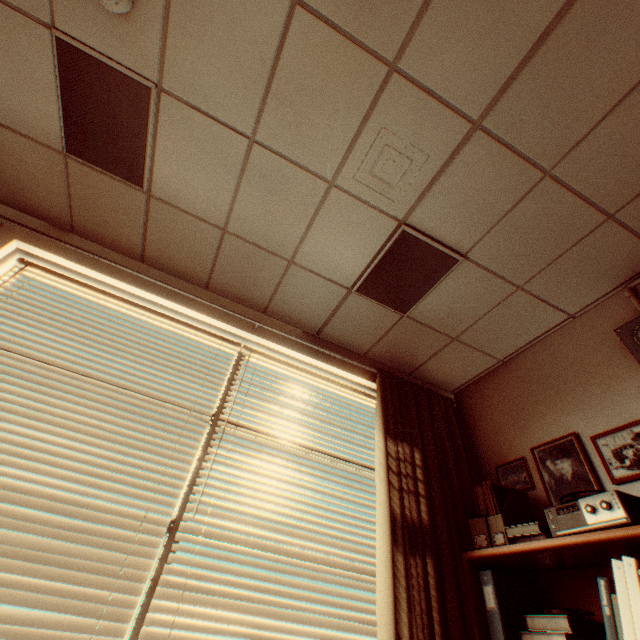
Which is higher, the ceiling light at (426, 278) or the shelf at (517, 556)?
the ceiling light at (426, 278)

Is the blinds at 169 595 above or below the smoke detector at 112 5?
below

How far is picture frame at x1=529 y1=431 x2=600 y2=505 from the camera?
2.1m

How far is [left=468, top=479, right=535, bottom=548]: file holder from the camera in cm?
203

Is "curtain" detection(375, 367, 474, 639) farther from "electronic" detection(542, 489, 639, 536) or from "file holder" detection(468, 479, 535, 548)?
"electronic" detection(542, 489, 639, 536)

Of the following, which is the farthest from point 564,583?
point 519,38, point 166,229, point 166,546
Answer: point 166,229

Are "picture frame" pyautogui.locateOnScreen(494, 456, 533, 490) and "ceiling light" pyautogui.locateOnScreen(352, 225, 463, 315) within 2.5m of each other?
yes

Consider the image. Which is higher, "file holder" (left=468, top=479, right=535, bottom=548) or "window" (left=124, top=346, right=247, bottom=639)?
"file holder" (left=468, top=479, right=535, bottom=548)
